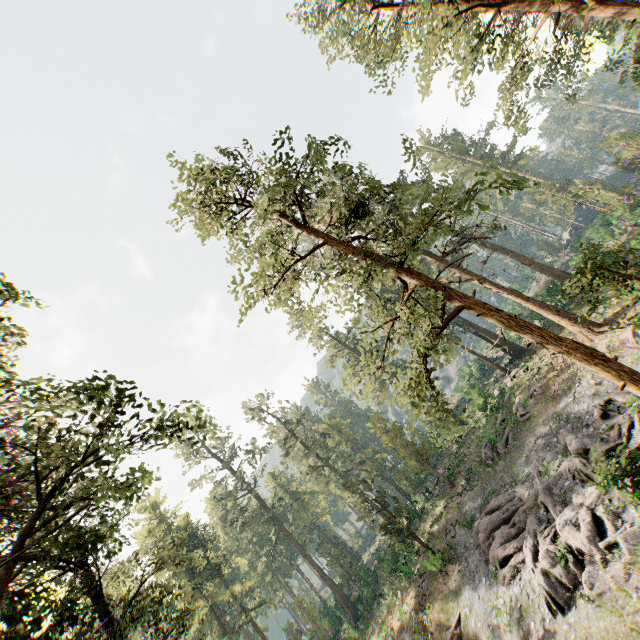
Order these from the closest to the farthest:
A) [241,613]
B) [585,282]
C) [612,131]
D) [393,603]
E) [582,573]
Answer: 1. [585,282]
2. [582,573]
3. [393,603]
4. [241,613]
5. [612,131]

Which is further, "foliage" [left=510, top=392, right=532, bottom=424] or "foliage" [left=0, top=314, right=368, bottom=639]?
"foliage" [left=510, top=392, right=532, bottom=424]

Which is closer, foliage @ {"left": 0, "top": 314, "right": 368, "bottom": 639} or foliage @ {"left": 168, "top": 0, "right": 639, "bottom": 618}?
foliage @ {"left": 0, "top": 314, "right": 368, "bottom": 639}

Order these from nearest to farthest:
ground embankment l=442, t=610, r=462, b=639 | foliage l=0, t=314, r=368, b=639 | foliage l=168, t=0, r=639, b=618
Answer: foliage l=0, t=314, r=368, b=639 < foliage l=168, t=0, r=639, b=618 < ground embankment l=442, t=610, r=462, b=639

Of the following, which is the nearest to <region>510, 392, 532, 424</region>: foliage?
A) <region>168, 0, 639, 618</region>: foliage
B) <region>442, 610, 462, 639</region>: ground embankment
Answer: <region>168, 0, 639, 618</region>: foliage

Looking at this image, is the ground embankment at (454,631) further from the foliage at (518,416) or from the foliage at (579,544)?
the foliage at (518,416)

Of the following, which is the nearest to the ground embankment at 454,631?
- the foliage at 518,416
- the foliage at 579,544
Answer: the foliage at 579,544
